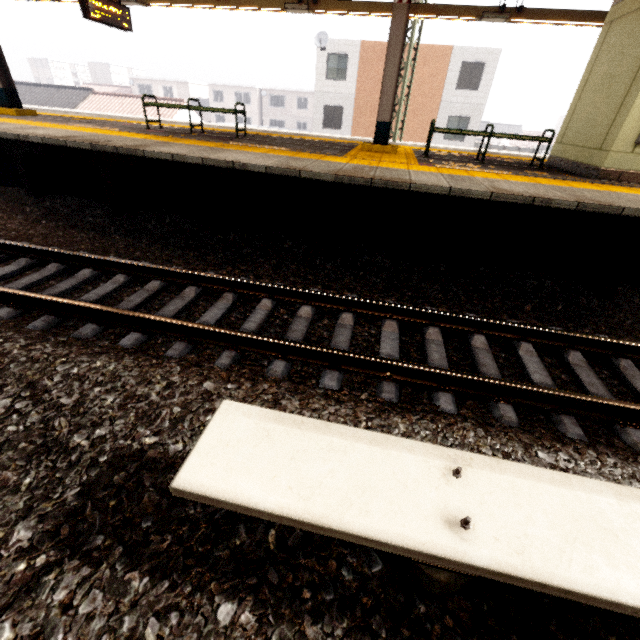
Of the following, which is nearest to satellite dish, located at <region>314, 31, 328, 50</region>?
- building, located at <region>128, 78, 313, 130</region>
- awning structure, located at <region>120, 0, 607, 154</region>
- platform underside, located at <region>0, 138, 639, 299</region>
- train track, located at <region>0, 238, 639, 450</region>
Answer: awning structure, located at <region>120, 0, 607, 154</region>

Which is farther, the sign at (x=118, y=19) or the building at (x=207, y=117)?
the building at (x=207, y=117)

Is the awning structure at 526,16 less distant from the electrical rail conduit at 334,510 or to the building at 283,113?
the electrical rail conduit at 334,510

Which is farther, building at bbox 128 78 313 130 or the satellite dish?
building at bbox 128 78 313 130

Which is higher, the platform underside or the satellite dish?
the satellite dish

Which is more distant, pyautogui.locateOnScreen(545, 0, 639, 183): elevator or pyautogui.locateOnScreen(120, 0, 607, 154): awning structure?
pyautogui.locateOnScreen(120, 0, 607, 154): awning structure

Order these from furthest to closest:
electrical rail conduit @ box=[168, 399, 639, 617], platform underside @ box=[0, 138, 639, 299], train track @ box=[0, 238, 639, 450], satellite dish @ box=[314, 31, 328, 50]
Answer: satellite dish @ box=[314, 31, 328, 50], platform underside @ box=[0, 138, 639, 299], train track @ box=[0, 238, 639, 450], electrical rail conduit @ box=[168, 399, 639, 617]

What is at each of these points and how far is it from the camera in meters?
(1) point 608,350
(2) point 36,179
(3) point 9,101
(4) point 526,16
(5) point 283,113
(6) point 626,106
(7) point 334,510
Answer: (1) train track, 3.5 m
(2) platform underside, 6.2 m
(3) awning structure, 8.4 m
(4) awning structure, 7.5 m
(5) building, 46.9 m
(6) elevator, 5.4 m
(7) electrical rail conduit, 1.3 m
